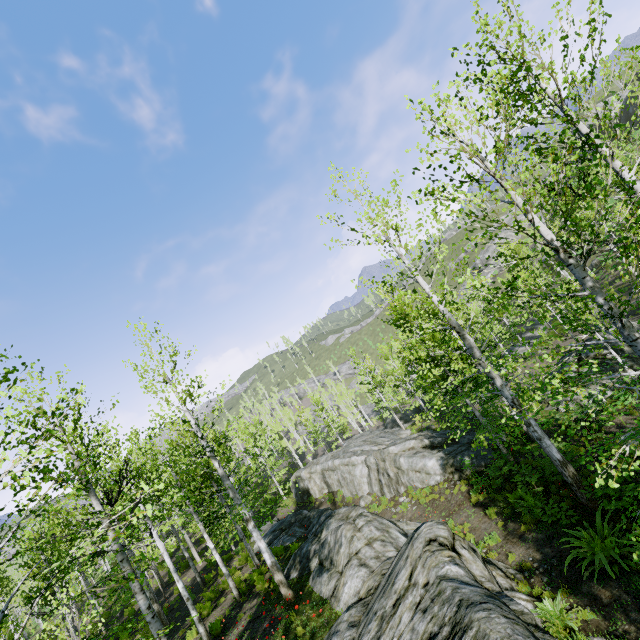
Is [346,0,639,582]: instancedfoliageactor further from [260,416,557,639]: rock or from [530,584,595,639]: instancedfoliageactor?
[530,584,595,639]: instancedfoliageactor

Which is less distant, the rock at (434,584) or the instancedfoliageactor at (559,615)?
the rock at (434,584)

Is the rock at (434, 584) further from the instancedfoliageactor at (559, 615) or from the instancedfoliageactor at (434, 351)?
the instancedfoliageactor at (559, 615)

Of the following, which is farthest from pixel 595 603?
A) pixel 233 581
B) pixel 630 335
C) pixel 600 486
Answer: pixel 233 581

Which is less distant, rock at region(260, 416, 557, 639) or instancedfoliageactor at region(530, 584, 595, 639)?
rock at region(260, 416, 557, 639)

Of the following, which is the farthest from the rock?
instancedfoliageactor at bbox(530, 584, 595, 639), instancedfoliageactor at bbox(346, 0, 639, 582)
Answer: → instancedfoliageactor at bbox(530, 584, 595, 639)
